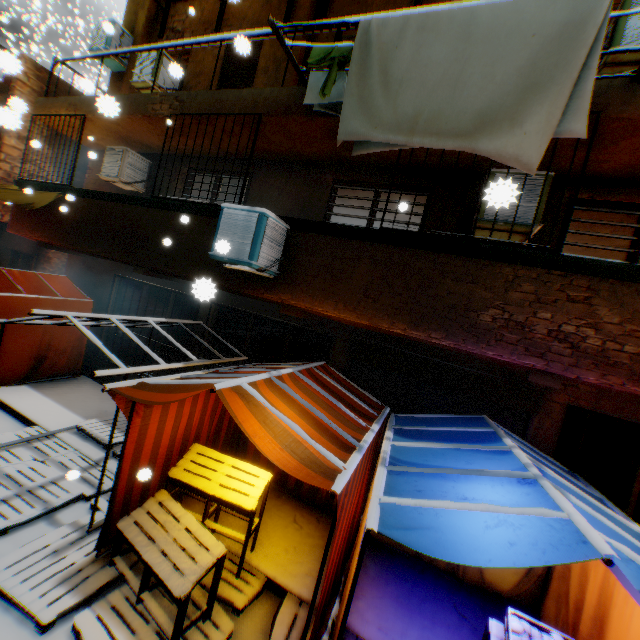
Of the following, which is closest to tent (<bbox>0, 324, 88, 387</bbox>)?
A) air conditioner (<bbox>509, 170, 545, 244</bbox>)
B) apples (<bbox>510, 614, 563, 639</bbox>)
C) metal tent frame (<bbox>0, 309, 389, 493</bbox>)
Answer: metal tent frame (<bbox>0, 309, 389, 493</bbox>)

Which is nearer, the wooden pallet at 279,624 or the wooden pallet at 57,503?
the wooden pallet at 279,624

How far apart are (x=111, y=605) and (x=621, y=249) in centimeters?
785cm

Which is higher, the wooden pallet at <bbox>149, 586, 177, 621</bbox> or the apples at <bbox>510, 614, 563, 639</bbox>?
the apples at <bbox>510, 614, 563, 639</bbox>

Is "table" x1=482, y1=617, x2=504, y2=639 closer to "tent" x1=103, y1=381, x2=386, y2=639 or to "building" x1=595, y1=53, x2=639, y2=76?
"tent" x1=103, y1=381, x2=386, y2=639

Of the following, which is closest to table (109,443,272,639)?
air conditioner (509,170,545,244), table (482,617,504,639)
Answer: table (482,617,504,639)

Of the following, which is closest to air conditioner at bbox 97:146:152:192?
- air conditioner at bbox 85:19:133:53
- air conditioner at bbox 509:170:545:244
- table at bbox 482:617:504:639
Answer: air conditioner at bbox 85:19:133:53

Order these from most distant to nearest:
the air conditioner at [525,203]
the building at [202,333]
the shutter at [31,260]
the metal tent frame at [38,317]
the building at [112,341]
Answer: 1. the shutter at [31,260]
2. the building at [112,341]
3. the building at [202,333]
4. the air conditioner at [525,203]
5. the metal tent frame at [38,317]
